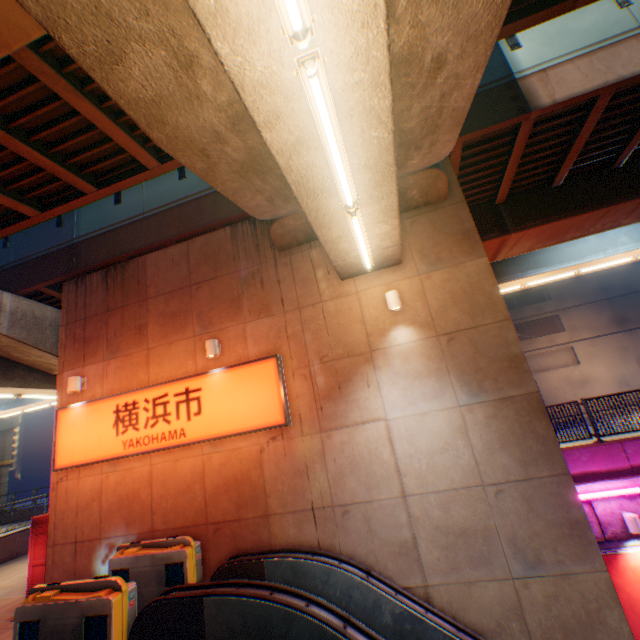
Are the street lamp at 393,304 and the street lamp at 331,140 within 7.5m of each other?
yes

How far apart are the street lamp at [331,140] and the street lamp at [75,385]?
8.78m

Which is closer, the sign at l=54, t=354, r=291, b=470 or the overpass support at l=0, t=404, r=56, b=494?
the sign at l=54, t=354, r=291, b=470

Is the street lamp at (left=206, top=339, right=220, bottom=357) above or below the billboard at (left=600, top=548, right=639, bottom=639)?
above

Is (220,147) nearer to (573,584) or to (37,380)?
(573,584)

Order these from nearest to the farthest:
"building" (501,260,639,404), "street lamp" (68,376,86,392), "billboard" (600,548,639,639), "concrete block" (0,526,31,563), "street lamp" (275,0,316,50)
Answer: "street lamp" (275,0,316,50) → "billboard" (600,548,639,639) → "street lamp" (68,376,86,392) → "concrete block" (0,526,31,563) → "building" (501,260,639,404)

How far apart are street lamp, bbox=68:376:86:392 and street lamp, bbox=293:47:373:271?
8.78m

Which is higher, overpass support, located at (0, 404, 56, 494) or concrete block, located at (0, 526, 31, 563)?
overpass support, located at (0, 404, 56, 494)
